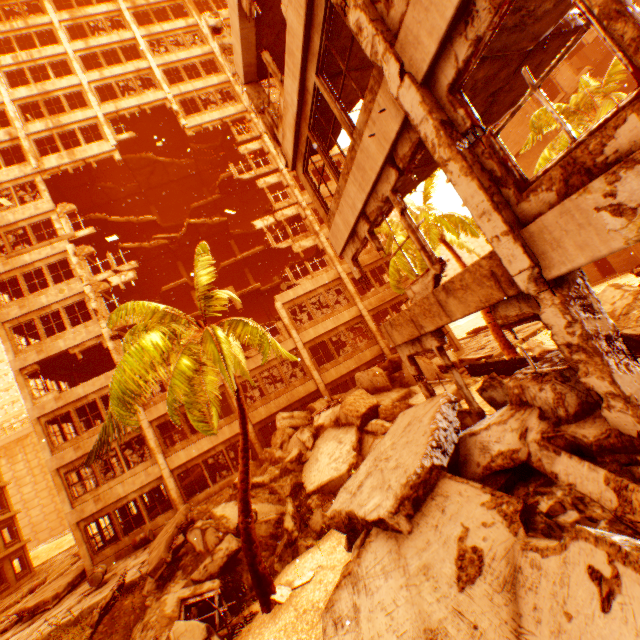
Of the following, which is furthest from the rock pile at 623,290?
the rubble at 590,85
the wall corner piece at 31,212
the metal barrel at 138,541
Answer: the wall corner piece at 31,212

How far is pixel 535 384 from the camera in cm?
477

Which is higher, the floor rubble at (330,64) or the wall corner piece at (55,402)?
the floor rubble at (330,64)

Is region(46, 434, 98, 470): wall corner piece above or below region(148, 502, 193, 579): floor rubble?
above

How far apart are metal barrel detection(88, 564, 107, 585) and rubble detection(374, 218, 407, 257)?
21.0 meters

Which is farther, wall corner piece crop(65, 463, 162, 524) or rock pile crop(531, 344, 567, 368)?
wall corner piece crop(65, 463, 162, 524)

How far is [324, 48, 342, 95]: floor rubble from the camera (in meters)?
7.05
